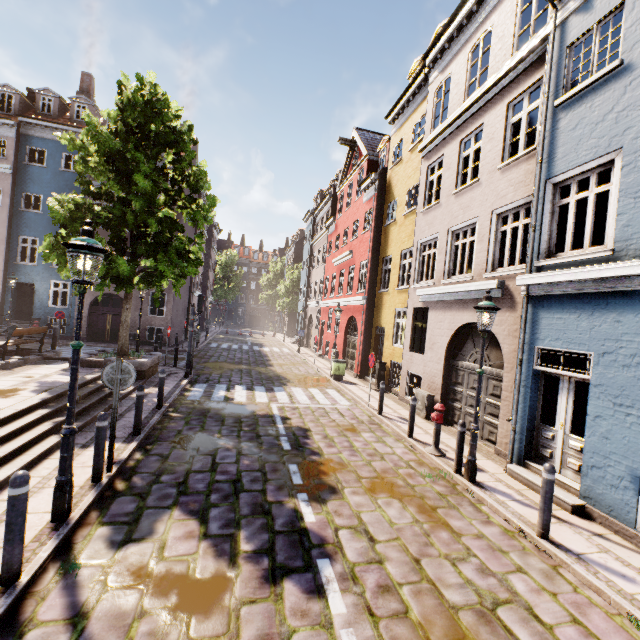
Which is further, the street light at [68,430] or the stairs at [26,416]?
the stairs at [26,416]

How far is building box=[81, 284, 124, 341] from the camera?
21.75m

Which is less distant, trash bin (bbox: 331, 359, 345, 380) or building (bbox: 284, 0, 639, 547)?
building (bbox: 284, 0, 639, 547)

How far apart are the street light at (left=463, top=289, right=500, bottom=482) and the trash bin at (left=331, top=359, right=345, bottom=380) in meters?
9.6

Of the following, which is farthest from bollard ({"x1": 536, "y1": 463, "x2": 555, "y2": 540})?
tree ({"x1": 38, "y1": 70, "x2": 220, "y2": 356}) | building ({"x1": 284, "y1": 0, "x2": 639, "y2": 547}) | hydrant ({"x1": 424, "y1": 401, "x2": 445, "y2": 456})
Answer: tree ({"x1": 38, "y1": 70, "x2": 220, "y2": 356})

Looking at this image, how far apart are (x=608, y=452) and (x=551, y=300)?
2.9 meters

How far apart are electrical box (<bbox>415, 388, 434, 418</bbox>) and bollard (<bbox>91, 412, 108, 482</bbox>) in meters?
9.0

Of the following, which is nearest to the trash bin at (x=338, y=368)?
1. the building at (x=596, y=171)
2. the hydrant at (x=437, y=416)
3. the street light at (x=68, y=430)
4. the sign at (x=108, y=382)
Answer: the building at (x=596, y=171)
